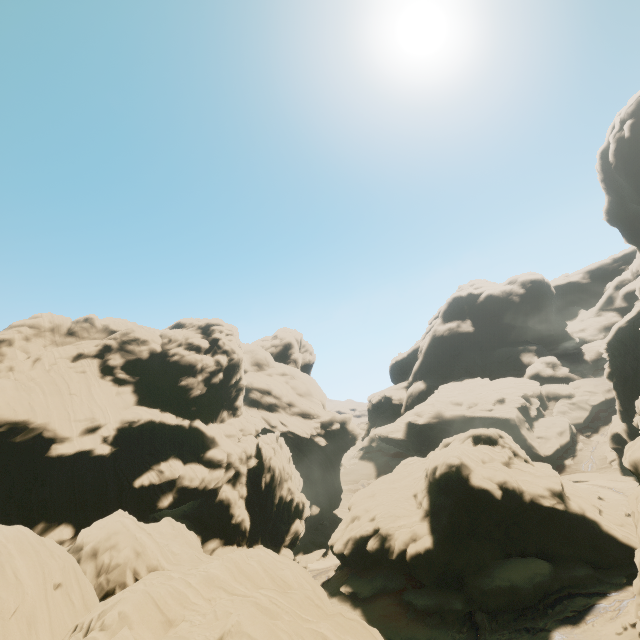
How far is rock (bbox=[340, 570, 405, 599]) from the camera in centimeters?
3031cm

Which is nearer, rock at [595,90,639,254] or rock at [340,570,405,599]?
rock at [340,570,405,599]

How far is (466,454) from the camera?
32.22m

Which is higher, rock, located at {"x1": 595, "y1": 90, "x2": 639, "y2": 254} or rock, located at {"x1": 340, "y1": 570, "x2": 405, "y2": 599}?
rock, located at {"x1": 595, "y1": 90, "x2": 639, "y2": 254}

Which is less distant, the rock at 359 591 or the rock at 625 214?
the rock at 359 591

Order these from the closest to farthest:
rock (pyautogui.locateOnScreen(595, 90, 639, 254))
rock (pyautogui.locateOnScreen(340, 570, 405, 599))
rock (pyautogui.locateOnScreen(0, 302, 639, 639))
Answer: rock (pyautogui.locateOnScreen(0, 302, 639, 639)), rock (pyautogui.locateOnScreen(340, 570, 405, 599)), rock (pyautogui.locateOnScreen(595, 90, 639, 254))
